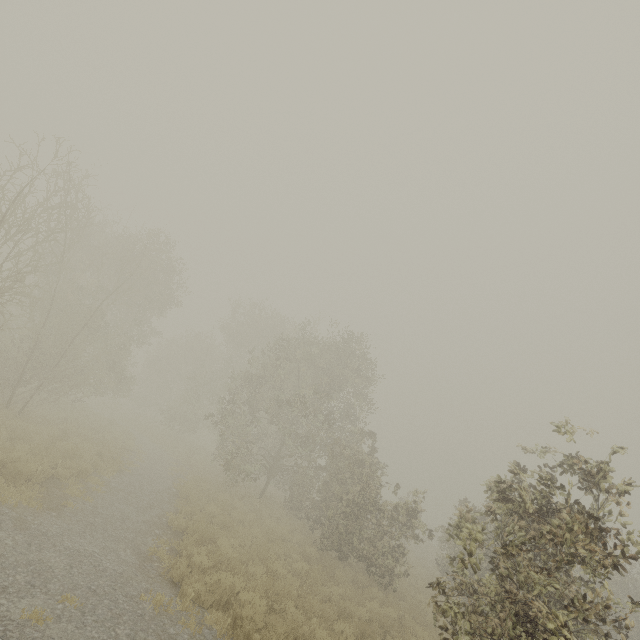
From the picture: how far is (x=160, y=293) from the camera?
24.6 meters
